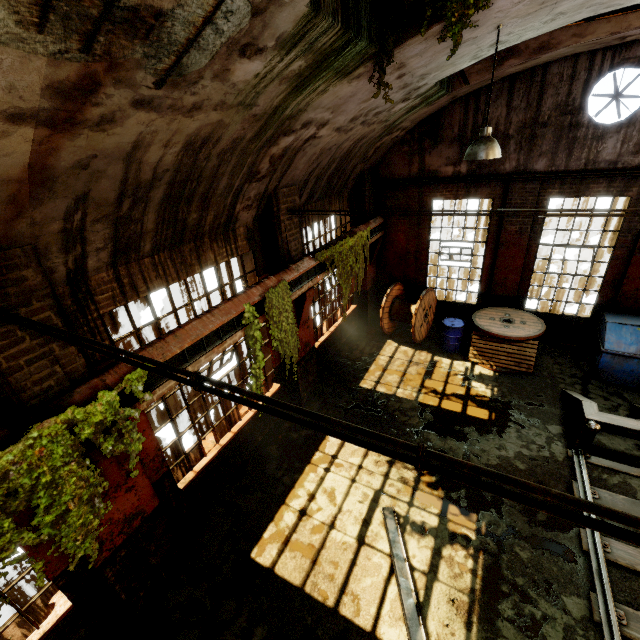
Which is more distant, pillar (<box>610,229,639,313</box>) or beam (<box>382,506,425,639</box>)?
pillar (<box>610,229,639,313</box>)

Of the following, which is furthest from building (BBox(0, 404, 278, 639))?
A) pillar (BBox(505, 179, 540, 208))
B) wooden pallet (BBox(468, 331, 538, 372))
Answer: wooden pallet (BBox(468, 331, 538, 372))

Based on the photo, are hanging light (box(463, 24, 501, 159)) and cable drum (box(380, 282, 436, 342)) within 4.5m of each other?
no

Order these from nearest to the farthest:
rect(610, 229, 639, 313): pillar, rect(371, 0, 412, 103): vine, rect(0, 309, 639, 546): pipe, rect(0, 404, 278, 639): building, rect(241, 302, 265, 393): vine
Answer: rect(0, 309, 639, 546): pipe, rect(371, 0, 412, 103): vine, rect(0, 404, 278, 639): building, rect(241, 302, 265, 393): vine, rect(610, 229, 639, 313): pillar

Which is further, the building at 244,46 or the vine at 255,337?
the vine at 255,337

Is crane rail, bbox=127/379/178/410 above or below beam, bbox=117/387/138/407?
below

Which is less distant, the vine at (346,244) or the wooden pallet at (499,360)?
the vine at (346,244)

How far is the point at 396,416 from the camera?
8.2m
